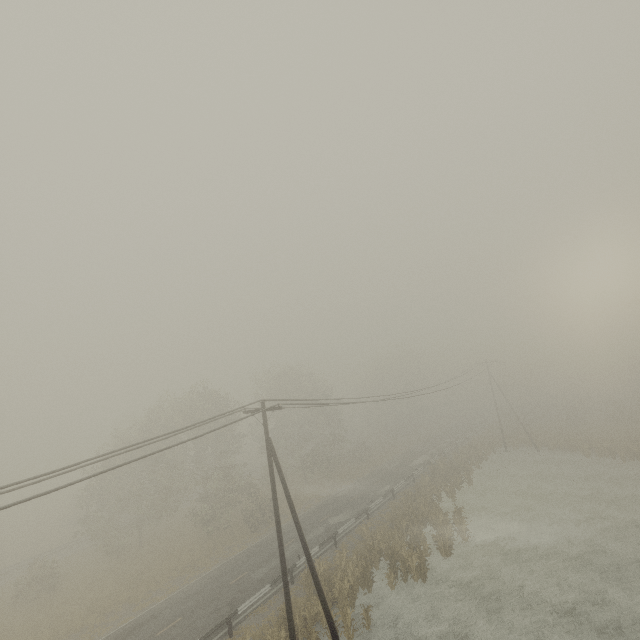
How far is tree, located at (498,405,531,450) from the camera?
43.6m

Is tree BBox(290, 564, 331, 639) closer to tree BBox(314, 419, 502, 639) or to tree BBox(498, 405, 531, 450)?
tree BBox(314, 419, 502, 639)

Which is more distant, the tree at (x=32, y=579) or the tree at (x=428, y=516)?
the tree at (x=32, y=579)

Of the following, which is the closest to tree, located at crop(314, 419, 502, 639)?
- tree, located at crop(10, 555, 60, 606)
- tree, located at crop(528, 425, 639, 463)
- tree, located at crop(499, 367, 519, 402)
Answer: tree, located at crop(499, 367, 519, 402)

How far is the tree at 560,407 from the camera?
48.7 meters

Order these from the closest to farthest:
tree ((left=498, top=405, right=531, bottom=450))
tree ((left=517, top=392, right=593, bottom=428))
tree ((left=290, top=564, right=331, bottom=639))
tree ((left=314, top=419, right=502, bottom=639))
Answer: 1. tree ((left=290, top=564, right=331, bottom=639))
2. tree ((left=314, top=419, right=502, bottom=639))
3. tree ((left=498, top=405, right=531, bottom=450))
4. tree ((left=517, top=392, right=593, bottom=428))

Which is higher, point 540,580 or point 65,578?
point 65,578

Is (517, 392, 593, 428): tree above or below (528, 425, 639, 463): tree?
above
